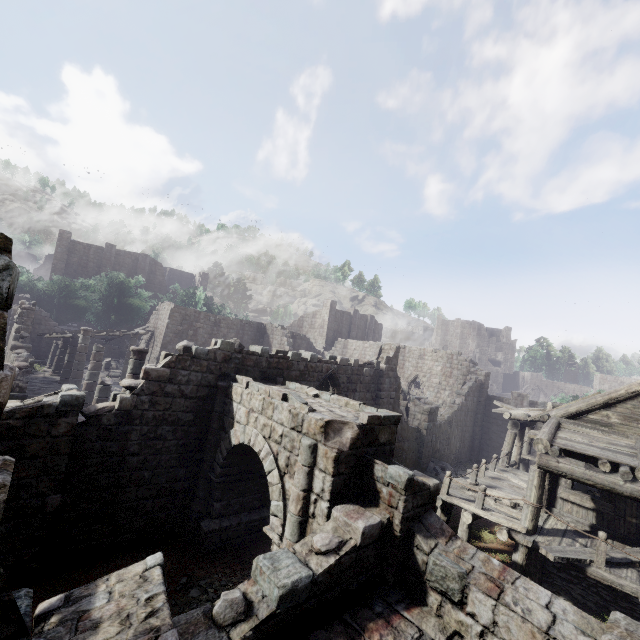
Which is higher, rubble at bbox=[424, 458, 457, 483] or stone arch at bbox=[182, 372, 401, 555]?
stone arch at bbox=[182, 372, 401, 555]

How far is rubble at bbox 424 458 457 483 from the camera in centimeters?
1986cm

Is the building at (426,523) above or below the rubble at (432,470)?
above

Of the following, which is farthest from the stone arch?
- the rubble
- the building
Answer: the rubble

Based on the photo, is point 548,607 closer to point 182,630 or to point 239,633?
point 239,633

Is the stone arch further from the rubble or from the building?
the rubble

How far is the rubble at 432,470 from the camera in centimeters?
1986cm
